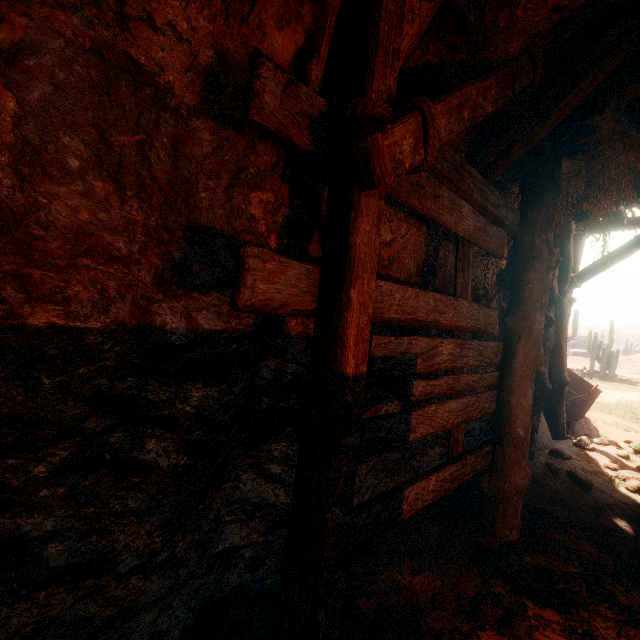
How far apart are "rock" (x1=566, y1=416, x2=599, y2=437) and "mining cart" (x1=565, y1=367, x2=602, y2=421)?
0.02m

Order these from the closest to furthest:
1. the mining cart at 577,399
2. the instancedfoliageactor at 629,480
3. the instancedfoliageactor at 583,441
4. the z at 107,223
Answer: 1. the z at 107,223
2. the instancedfoliageactor at 629,480
3. the instancedfoliageactor at 583,441
4. the mining cart at 577,399

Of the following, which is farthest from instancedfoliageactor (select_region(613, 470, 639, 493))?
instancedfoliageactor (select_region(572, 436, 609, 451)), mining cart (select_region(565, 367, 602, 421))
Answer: mining cart (select_region(565, 367, 602, 421))

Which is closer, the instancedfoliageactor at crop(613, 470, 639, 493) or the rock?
the instancedfoliageactor at crop(613, 470, 639, 493)

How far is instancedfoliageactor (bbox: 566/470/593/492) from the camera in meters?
4.3

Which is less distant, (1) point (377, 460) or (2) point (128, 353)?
(2) point (128, 353)

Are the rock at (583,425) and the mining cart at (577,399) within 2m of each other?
yes

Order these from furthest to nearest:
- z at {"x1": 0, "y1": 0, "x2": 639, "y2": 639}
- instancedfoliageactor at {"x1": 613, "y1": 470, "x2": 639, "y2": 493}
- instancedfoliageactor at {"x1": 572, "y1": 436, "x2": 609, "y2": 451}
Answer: instancedfoliageactor at {"x1": 572, "y1": 436, "x2": 609, "y2": 451} < instancedfoliageactor at {"x1": 613, "y1": 470, "x2": 639, "y2": 493} < z at {"x1": 0, "y1": 0, "x2": 639, "y2": 639}
